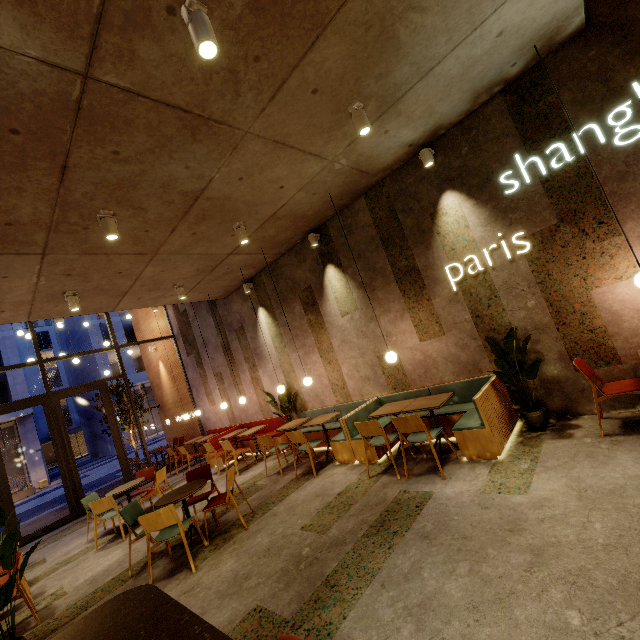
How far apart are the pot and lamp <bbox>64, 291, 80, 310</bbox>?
7.5 meters

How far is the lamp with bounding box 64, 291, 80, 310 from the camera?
5.7 meters

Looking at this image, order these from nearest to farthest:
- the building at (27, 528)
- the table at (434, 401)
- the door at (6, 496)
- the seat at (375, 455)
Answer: the table at (434, 401)
the seat at (375, 455)
the door at (6, 496)
the building at (27, 528)

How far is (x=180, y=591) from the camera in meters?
3.7

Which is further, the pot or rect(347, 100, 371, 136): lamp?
the pot

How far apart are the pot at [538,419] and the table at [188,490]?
4.79m

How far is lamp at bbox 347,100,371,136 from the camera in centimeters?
366cm

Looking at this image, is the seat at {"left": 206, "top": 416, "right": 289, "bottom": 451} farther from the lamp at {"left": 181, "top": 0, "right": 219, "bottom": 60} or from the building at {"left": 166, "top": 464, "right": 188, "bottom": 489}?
the lamp at {"left": 181, "top": 0, "right": 219, "bottom": 60}
